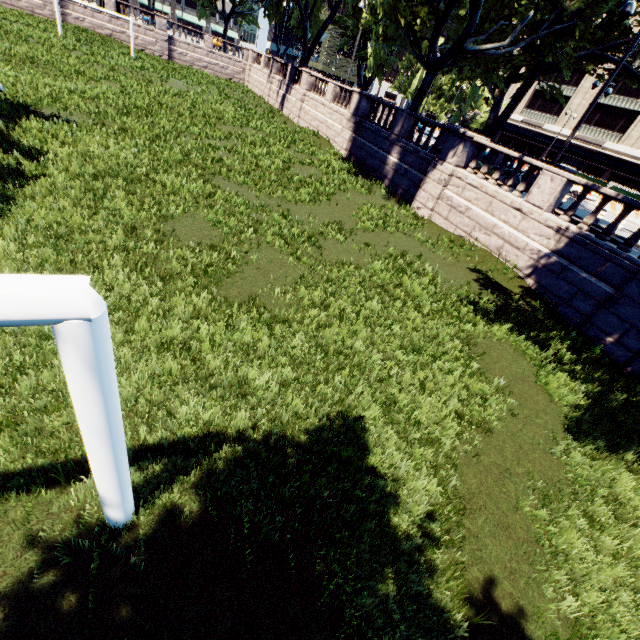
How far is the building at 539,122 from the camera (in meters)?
46.59

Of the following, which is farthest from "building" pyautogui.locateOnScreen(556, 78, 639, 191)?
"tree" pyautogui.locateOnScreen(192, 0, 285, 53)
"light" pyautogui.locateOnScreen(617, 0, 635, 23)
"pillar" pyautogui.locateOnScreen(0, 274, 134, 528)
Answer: "pillar" pyautogui.locateOnScreen(0, 274, 134, 528)

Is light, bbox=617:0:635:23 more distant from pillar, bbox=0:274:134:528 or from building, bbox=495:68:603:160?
building, bbox=495:68:603:160

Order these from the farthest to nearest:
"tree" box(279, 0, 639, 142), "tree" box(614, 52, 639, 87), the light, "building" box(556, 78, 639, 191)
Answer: "building" box(556, 78, 639, 191)
"tree" box(614, 52, 639, 87)
"tree" box(279, 0, 639, 142)
the light

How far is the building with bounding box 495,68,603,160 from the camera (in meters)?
46.59

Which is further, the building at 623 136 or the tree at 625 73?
the building at 623 136

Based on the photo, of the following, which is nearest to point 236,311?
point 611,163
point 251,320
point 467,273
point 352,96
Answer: point 251,320

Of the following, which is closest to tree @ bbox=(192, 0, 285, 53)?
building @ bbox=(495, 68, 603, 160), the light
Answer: the light
